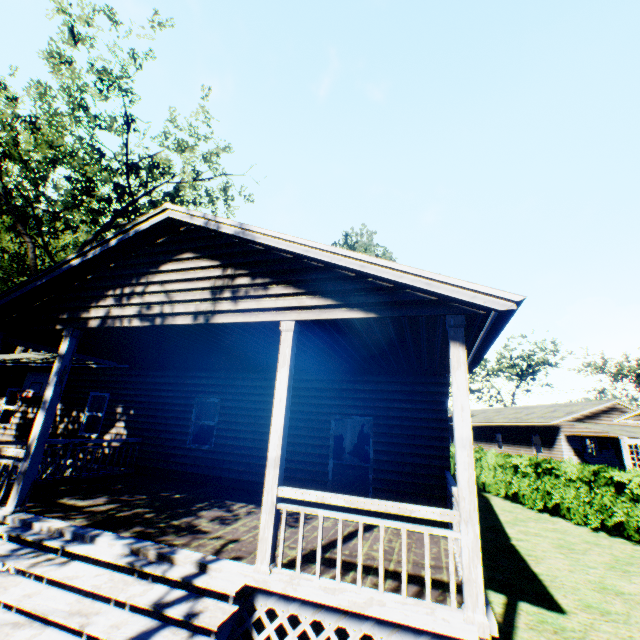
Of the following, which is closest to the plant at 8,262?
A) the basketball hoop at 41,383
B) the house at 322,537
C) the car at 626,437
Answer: the house at 322,537

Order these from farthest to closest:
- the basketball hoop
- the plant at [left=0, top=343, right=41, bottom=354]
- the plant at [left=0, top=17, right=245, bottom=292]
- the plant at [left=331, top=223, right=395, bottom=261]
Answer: the plant at [left=331, top=223, right=395, bottom=261]
the plant at [left=0, top=343, right=41, bottom=354]
the plant at [left=0, top=17, right=245, bottom=292]
the basketball hoop

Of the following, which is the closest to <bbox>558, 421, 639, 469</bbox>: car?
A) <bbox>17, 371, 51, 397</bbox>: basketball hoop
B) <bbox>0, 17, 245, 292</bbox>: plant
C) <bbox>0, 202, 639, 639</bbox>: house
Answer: <bbox>0, 202, 639, 639</bbox>: house

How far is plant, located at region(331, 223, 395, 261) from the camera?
40.9 meters

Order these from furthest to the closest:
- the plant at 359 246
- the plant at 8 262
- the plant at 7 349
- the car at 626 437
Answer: the plant at 359 246
the car at 626 437
the plant at 7 349
the plant at 8 262

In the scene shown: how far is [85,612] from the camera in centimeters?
387cm

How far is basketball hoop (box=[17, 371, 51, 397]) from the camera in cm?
1295

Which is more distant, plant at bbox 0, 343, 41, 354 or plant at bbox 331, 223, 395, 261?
plant at bbox 331, 223, 395, 261
